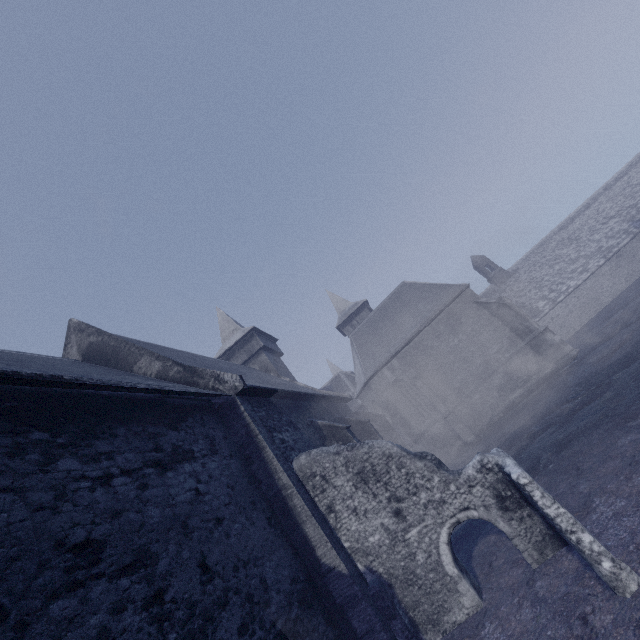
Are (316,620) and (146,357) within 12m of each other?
yes
